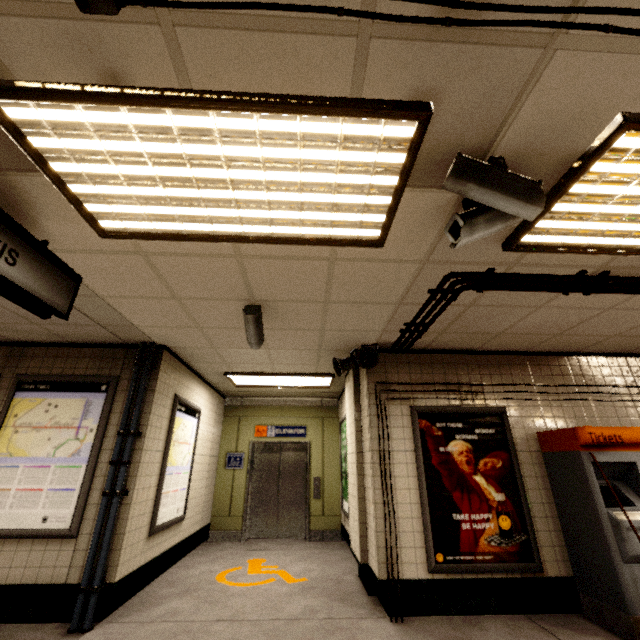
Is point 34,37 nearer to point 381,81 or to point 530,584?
point 381,81

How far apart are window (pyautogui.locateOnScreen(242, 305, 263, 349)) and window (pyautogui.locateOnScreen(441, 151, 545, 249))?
1.95m

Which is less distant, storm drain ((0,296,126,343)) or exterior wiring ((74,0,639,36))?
exterior wiring ((74,0,639,36))

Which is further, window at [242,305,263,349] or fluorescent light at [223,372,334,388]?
fluorescent light at [223,372,334,388]

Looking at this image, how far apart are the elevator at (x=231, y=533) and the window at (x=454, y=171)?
6.6m

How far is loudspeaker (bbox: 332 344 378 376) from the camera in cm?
410

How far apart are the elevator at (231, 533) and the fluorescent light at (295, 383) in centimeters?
146cm

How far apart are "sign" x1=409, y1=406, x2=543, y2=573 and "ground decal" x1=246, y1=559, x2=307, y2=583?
1.9 meters
